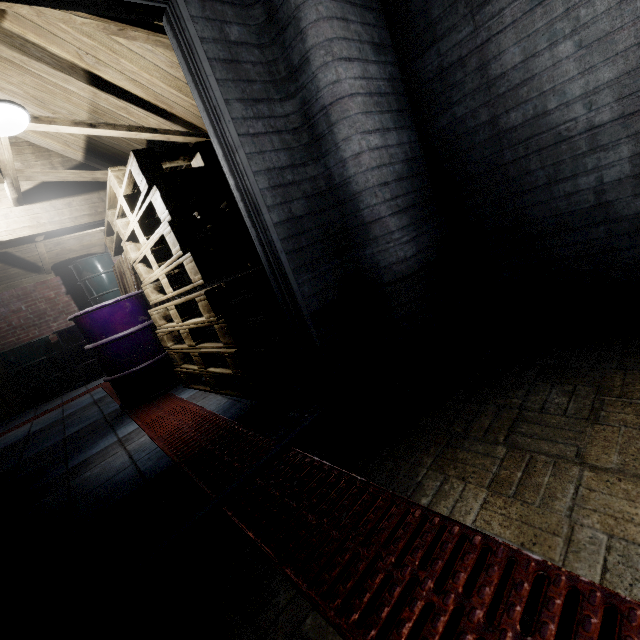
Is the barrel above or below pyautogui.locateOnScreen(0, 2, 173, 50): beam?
below

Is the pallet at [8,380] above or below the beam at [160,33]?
below

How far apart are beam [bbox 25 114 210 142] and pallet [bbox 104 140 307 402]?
0.1 meters

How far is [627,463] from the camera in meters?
0.9 m

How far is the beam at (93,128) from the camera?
2.27m

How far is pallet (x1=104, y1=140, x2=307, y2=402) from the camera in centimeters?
196cm

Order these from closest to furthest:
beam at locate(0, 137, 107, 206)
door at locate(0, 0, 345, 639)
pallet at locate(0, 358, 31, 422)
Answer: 1. door at locate(0, 0, 345, 639)
2. beam at locate(0, 137, 107, 206)
3. pallet at locate(0, 358, 31, 422)

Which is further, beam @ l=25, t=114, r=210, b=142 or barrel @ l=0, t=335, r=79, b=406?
barrel @ l=0, t=335, r=79, b=406
